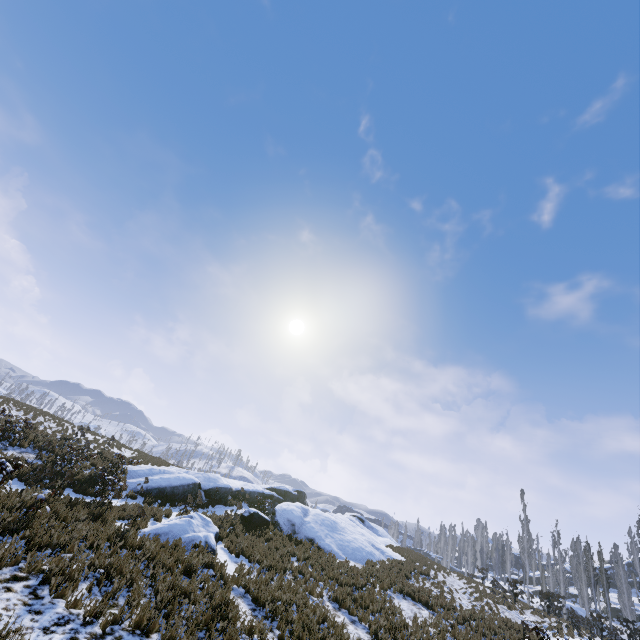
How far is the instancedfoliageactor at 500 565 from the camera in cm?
2383

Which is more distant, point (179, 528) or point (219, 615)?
point (179, 528)

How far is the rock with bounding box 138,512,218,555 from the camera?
11.69m

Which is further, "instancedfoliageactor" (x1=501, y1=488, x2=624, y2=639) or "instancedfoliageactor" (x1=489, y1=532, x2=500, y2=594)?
"instancedfoliageactor" (x1=489, y1=532, x2=500, y2=594)

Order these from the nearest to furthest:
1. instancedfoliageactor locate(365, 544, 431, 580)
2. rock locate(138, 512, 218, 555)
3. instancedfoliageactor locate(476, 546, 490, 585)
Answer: rock locate(138, 512, 218, 555) → instancedfoliageactor locate(365, 544, 431, 580) → instancedfoliageactor locate(476, 546, 490, 585)

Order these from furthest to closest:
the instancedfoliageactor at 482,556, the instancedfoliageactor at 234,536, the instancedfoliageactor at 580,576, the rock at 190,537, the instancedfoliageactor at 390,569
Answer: the instancedfoliageactor at 482,556, the instancedfoliageactor at 580,576, the instancedfoliageactor at 390,569, the rock at 190,537, the instancedfoliageactor at 234,536
